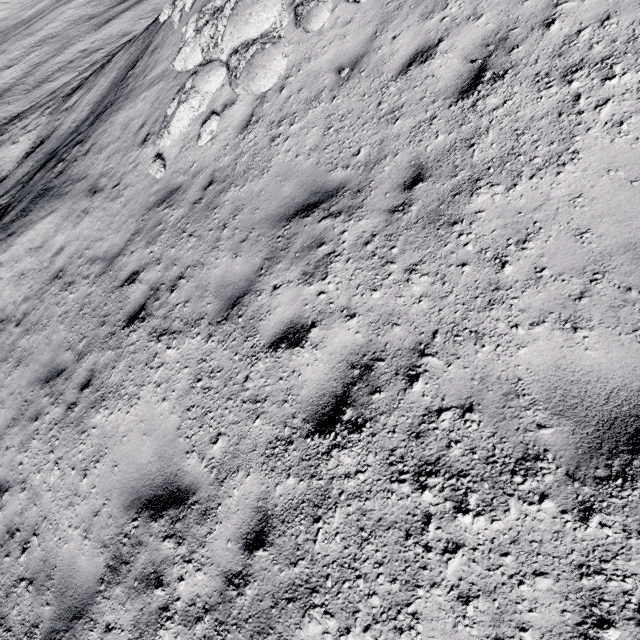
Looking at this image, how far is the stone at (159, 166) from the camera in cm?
728

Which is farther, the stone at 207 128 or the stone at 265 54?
the stone at 207 128

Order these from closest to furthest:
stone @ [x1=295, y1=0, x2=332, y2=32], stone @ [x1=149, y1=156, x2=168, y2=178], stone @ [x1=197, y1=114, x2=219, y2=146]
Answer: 1. stone @ [x1=295, y1=0, x2=332, y2=32]
2. stone @ [x1=197, y1=114, x2=219, y2=146]
3. stone @ [x1=149, y1=156, x2=168, y2=178]

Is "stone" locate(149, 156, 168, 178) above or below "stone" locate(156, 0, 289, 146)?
below

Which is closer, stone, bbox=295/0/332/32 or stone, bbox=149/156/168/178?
stone, bbox=295/0/332/32

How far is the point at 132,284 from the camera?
5.98m

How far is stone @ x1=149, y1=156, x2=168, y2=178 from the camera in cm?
728

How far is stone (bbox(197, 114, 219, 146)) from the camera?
6.59m
